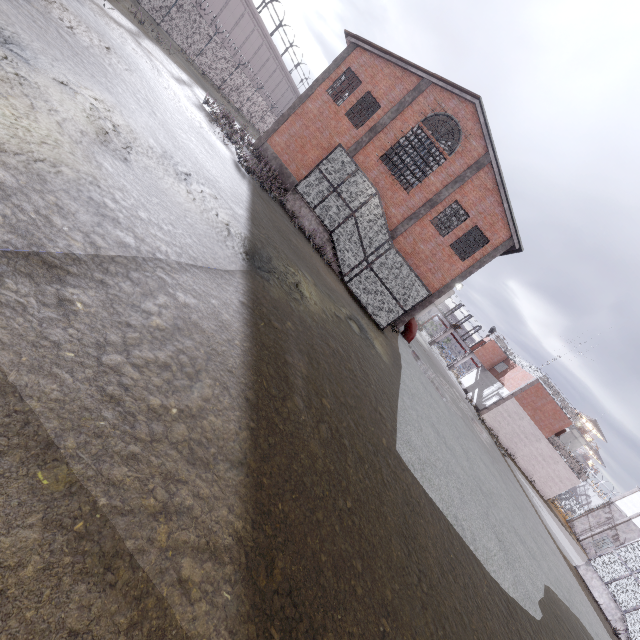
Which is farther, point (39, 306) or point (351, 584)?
point (351, 584)

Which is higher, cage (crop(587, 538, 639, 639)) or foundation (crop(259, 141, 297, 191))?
cage (crop(587, 538, 639, 639))

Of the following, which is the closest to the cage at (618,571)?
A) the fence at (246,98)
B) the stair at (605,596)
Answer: the stair at (605,596)

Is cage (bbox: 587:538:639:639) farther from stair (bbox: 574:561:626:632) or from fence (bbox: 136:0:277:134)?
fence (bbox: 136:0:277:134)

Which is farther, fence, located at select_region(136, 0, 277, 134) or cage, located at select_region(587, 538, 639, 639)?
fence, located at select_region(136, 0, 277, 134)

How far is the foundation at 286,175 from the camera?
22.3m

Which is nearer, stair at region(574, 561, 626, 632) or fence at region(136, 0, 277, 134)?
stair at region(574, 561, 626, 632)

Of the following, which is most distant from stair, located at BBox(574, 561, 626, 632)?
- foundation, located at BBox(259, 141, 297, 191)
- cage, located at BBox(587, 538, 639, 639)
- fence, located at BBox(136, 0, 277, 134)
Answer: foundation, located at BBox(259, 141, 297, 191)
